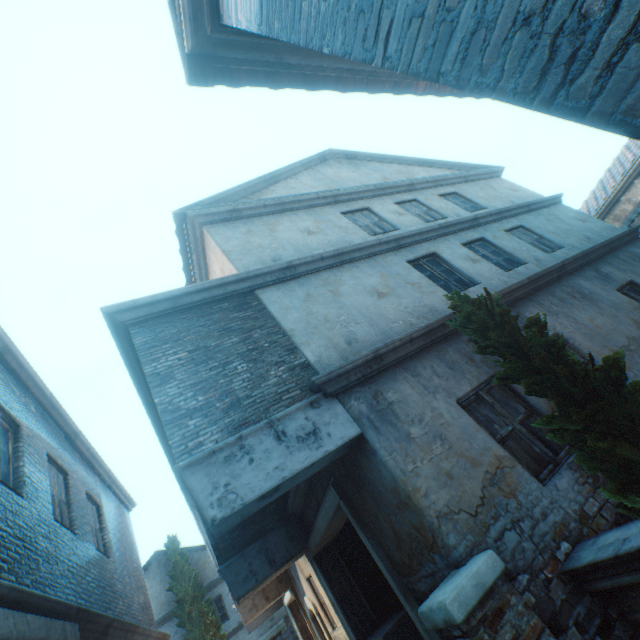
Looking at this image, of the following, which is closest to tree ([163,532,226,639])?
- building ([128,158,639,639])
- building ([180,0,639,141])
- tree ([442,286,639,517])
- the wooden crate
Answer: building ([180,0,639,141])

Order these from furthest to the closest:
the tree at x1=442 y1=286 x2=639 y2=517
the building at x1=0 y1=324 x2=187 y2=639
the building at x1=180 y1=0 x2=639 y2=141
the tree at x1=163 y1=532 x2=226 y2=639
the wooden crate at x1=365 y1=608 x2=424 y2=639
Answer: the tree at x1=163 y1=532 x2=226 y2=639
the wooden crate at x1=365 y1=608 x2=424 y2=639
the building at x1=0 y1=324 x2=187 y2=639
the tree at x1=442 y1=286 x2=639 y2=517
the building at x1=180 y1=0 x2=639 y2=141

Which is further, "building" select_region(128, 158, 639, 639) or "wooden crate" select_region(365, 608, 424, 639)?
"wooden crate" select_region(365, 608, 424, 639)

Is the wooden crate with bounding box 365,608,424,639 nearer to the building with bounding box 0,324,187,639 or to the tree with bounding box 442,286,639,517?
the building with bounding box 0,324,187,639

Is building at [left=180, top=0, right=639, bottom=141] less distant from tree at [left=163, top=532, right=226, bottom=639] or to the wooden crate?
tree at [left=163, top=532, right=226, bottom=639]

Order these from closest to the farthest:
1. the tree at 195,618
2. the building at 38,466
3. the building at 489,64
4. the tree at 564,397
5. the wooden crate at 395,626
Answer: the building at 489,64
the tree at 564,397
the building at 38,466
the wooden crate at 395,626
the tree at 195,618

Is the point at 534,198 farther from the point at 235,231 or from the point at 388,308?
the point at 235,231

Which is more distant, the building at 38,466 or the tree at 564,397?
the building at 38,466
